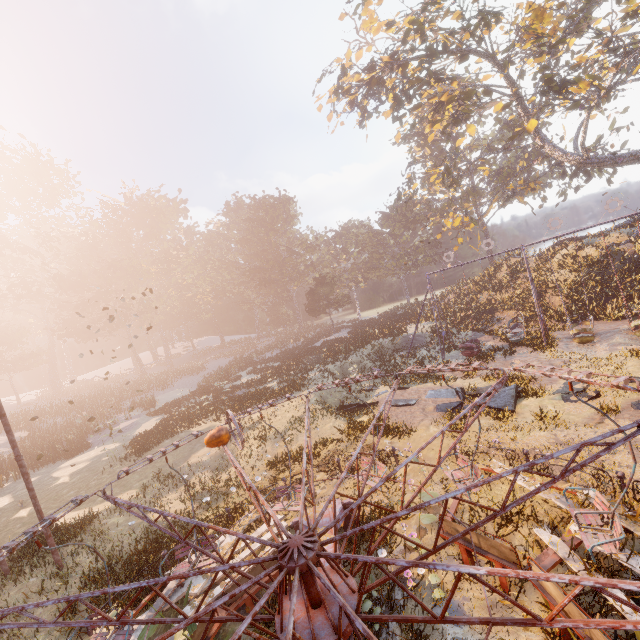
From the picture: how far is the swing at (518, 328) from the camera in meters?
20.9

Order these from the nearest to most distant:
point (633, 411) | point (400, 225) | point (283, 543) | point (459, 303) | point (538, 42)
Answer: point (283, 543), point (633, 411), point (538, 42), point (459, 303), point (400, 225)

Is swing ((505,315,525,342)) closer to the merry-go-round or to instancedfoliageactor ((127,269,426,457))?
instancedfoliageactor ((127,269,426,457))

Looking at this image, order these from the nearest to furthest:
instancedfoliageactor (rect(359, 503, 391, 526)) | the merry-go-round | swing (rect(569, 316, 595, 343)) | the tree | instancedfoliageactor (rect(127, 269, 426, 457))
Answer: the merry-go-round
instancedfoliageactor (rect(359, 503, 391, 526))
swing (rect(569, 316, 595, 343))
the tree
instancedfoliageactor (rect(127, 269, 426, 457))

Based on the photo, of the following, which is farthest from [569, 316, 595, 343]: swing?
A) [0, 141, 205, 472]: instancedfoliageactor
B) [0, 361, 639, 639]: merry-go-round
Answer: [0, 361, 639, 639]: merry-go-round

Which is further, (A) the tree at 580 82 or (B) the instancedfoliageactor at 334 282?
(B) the instancedfoliageactor at 334 282

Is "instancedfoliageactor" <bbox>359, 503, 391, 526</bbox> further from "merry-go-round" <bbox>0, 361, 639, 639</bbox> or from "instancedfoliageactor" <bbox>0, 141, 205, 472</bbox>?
"instancedfoliageactor" <bbox>0, 141, 205, 472</bbox>

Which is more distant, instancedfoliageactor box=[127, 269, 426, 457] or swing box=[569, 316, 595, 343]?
instancedfoliageactor box=[127, 269, 426, 457]
